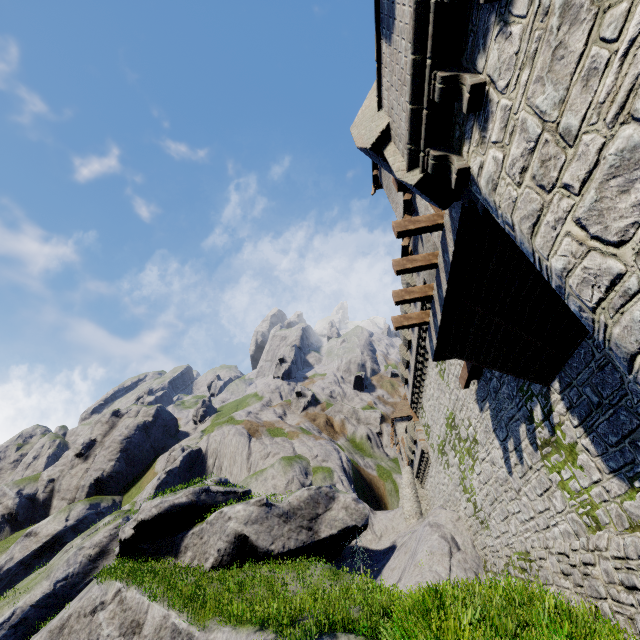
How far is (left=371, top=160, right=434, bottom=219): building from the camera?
13.2 meters

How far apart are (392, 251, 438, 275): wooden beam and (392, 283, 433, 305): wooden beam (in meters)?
1.22

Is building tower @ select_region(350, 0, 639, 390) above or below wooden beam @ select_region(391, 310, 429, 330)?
below

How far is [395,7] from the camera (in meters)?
5.02

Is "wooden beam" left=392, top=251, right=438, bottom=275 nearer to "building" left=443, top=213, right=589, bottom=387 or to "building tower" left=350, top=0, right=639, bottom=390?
"building tower" left=350, top=0, right=639, bottom=390

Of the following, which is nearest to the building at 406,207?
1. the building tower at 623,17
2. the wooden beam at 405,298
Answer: the building tower at 623,17

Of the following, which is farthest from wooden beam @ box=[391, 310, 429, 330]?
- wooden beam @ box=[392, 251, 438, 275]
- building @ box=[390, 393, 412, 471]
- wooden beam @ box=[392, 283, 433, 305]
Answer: building @ box=[390, 393, 412, 471]

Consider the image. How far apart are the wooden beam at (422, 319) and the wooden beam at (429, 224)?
4.22m
